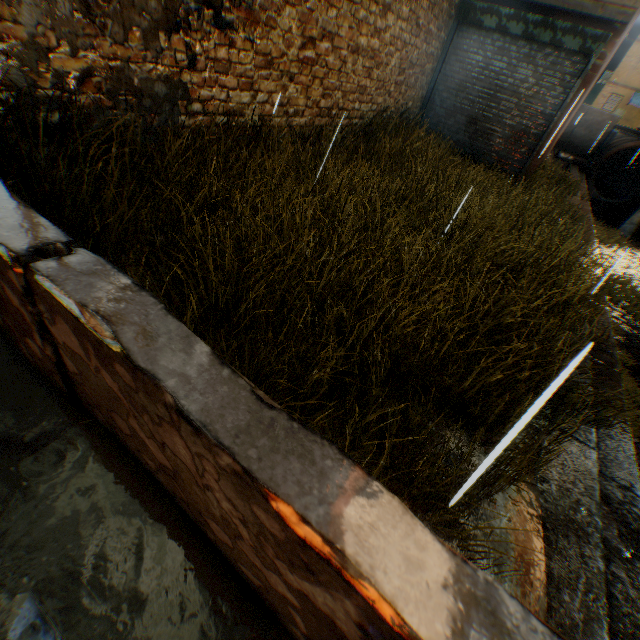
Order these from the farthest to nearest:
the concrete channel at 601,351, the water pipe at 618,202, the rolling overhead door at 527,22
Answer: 1. the water pipe at 618,202
2. the rolling overhead door at 527,22
3. the concrete channel at 601,351

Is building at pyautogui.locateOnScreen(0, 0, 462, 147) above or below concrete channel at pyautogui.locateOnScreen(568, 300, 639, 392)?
above

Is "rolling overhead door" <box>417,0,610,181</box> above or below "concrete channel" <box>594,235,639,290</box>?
above

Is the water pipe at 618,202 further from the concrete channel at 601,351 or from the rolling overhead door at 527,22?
the rolling overhead door at 527,22

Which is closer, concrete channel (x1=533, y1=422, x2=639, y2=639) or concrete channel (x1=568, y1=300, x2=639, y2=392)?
concrete channel (x1=533, y1=422, x2=639, y2=639)

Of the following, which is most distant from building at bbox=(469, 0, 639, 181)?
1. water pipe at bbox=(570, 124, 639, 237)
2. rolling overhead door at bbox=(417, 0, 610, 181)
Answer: water pipe at bbox=(570, 124, 639, 237)

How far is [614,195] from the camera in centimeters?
2320cm

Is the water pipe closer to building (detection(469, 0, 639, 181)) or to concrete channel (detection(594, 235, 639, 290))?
concrete channel (detection(594, 235, 639, 290))
